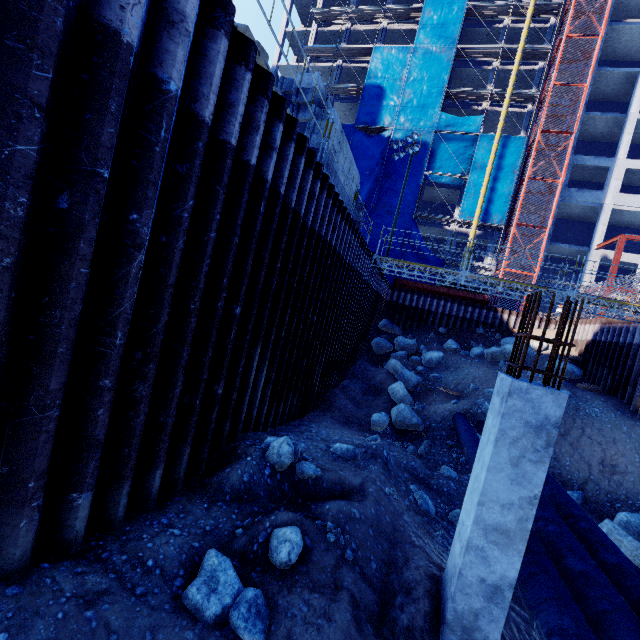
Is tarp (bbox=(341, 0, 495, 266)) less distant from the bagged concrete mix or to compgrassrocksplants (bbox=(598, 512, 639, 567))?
the bagged concrete mix

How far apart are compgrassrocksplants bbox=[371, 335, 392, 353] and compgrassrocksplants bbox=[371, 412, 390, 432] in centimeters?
767cm

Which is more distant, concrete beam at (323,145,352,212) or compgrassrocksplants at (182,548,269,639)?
concrete beam at (323,145,352,212)

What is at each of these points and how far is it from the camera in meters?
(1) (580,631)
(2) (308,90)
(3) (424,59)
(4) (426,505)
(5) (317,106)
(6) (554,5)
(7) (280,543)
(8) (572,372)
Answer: (1) pipe, 3.9 m
(2) concrete beam, 8.5 m
(3) tarp, 31.1 m
(4) compgrassrocksplants, 7.7 m
(5) concrete beam, 8.8 m
(6) scaffolding, 28.6 m
(7) compgrassrocksplants, 3.9 m
(8) compgrassrocksplants, 16.3 m

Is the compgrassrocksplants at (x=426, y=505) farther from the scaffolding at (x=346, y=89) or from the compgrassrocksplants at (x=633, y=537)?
the scaffolding at (x=346, y=89)

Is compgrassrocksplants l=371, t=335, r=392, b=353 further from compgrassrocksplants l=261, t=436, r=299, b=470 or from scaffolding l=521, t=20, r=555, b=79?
scaffolding l=521, t=20, r=555, b=79

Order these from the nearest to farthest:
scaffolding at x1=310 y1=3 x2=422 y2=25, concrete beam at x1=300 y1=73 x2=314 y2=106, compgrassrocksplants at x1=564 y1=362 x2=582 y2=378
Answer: concrete beam at x1=300 y1=73 x2=314 y2=106 → compgrassrocksplants at x1=564 y1=362 x2=582 y2=378 → scaffolding at x1=310 y1=3 x2=422 y2=25

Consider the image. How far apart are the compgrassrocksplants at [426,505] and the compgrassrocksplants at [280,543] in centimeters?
450cm
